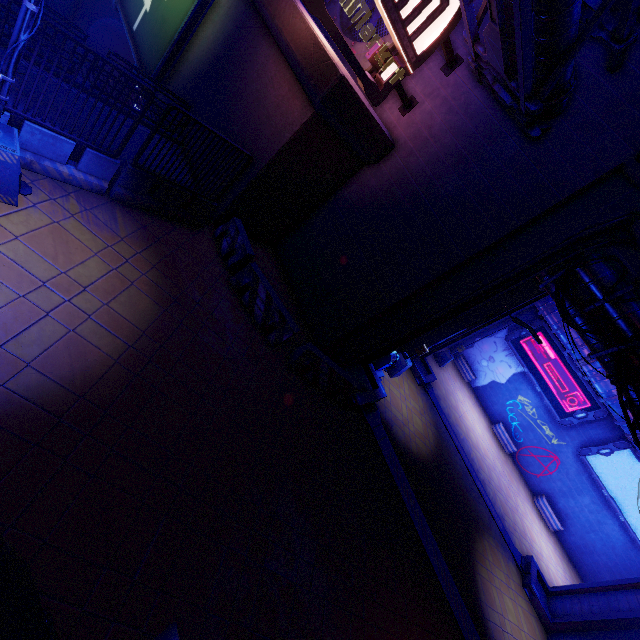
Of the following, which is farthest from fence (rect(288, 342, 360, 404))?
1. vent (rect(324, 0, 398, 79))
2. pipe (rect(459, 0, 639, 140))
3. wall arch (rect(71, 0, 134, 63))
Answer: vent (rect(324, 0, 398, 79))

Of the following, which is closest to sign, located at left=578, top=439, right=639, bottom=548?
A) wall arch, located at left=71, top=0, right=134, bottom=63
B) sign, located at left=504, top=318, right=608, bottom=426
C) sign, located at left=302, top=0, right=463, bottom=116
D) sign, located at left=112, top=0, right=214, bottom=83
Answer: sign, located at left=504, top=318, right=608, bottom=426

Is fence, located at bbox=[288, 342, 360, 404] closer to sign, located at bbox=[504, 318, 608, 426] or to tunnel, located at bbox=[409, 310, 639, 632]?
tunnel, located at bbox=[409, 310, 639, 632]

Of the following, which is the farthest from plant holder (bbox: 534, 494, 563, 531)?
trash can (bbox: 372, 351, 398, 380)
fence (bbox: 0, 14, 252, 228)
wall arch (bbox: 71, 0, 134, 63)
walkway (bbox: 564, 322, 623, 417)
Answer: fence (bbox: 0, 14, 252, 228)

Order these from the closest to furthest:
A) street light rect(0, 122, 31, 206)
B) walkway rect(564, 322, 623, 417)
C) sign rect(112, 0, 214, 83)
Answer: street light rect(0, 122, 31, 206) → sign rect(112, 0, 214, 83) → walkway rect(564, 322, 623, 417)

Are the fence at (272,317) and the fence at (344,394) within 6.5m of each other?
yes

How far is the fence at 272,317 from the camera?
9.5 meters

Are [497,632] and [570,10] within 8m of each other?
no
